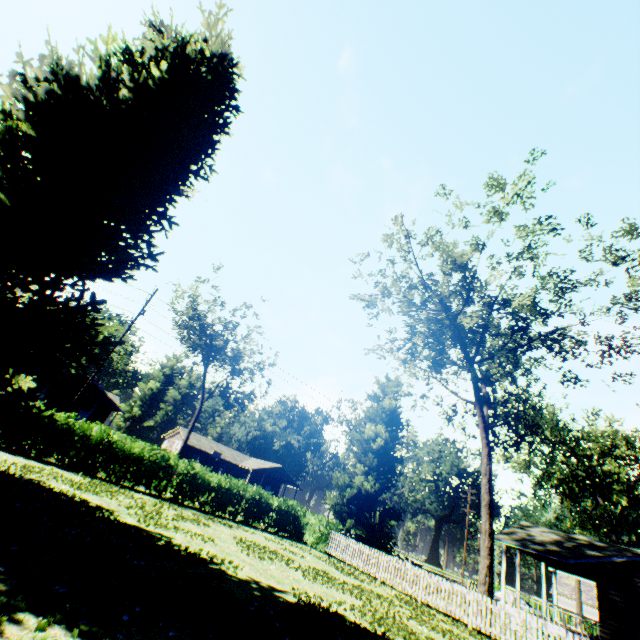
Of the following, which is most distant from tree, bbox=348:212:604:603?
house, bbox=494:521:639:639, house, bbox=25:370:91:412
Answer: house, bbox=25:370:91:412

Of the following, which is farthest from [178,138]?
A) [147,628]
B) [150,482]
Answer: [150,482]

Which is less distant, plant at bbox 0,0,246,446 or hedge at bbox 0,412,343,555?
plant at bbox 0,0,246,446

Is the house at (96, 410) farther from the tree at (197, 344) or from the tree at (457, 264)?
the tree at (457, 264)

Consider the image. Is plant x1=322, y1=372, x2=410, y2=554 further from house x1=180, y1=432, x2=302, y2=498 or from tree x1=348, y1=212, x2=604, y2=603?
house x1=180, y1=432, x2=302, y2=498

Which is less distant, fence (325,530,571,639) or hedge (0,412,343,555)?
fence (325,530,571,639)

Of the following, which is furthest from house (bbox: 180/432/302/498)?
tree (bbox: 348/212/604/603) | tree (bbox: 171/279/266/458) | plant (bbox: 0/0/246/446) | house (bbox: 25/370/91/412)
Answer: tree (bbox: 348/212/604/603)
